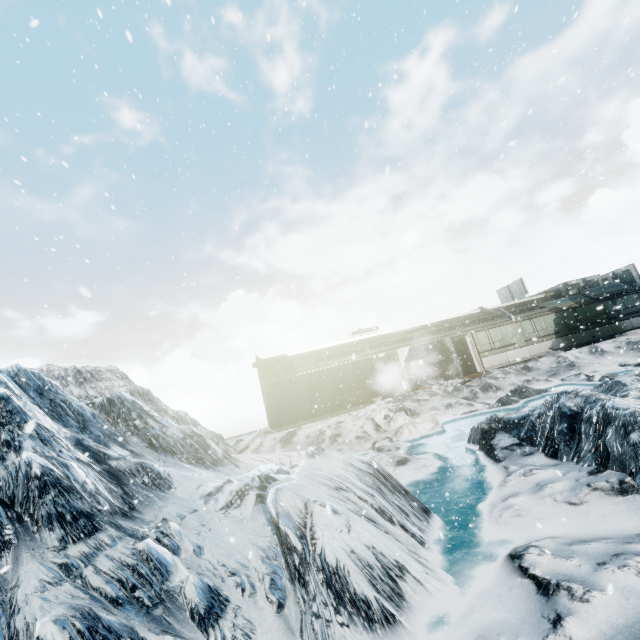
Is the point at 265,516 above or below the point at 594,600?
above
